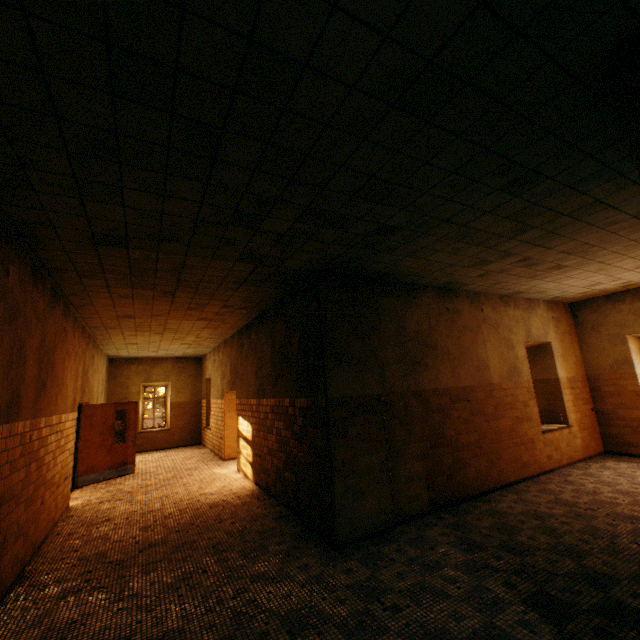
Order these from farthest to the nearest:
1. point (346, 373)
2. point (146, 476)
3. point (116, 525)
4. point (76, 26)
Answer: point (146, 476)
point (116, 525)
point (346, 373)
point (76, 26)

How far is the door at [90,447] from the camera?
8.5m

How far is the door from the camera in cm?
855
